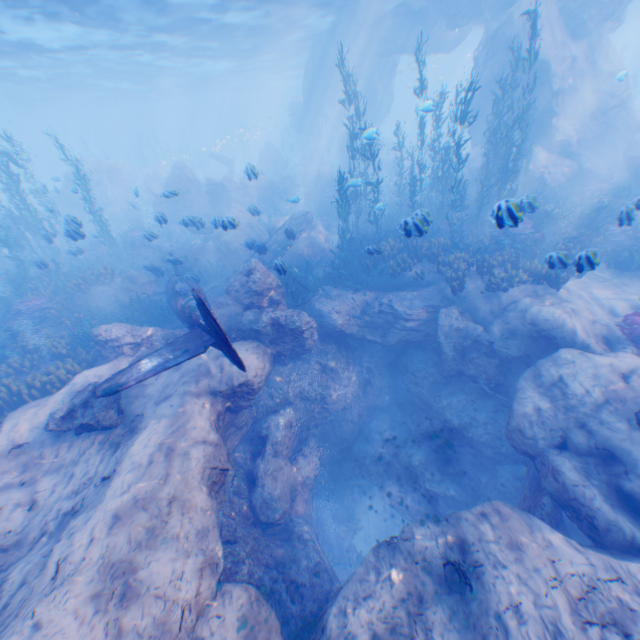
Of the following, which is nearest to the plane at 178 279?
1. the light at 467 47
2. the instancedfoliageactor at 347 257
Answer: the instancedfoliageactor at 347 257

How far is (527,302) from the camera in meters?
10.1 m

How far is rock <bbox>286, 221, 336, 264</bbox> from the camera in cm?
1593

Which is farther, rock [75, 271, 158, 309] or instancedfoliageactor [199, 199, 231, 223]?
rock [75, 271, 158, 309]

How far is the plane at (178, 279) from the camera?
6.4 meters

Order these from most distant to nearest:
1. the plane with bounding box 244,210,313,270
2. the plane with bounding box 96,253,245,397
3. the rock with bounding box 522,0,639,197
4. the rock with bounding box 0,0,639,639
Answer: the rock with bounding box 522,0,639,197 < the plane with bounding box 244,210,313,270 < the plane with bounding box 96,253,245,397 < the rock with bounding box 0,0,639,639

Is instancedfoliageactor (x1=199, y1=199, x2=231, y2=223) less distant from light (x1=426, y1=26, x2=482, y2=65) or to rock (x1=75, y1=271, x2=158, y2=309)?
rock (x1=75, y1=271, x2=158, y2=309)
